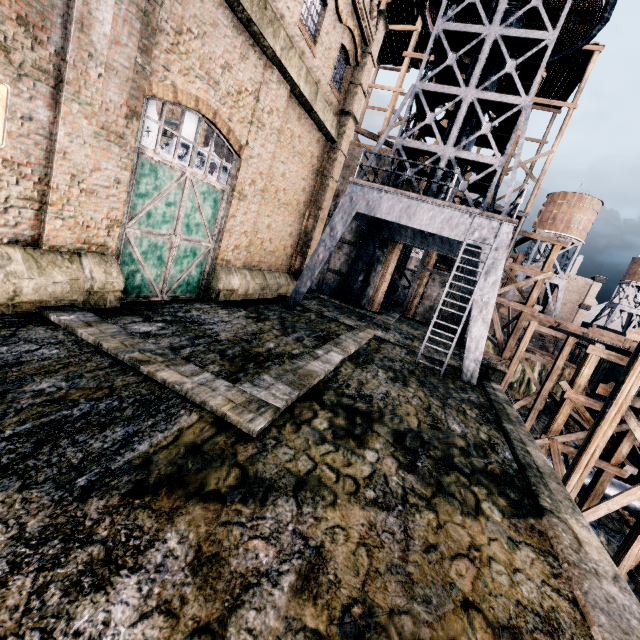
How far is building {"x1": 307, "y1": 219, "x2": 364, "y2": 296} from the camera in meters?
25.0 m

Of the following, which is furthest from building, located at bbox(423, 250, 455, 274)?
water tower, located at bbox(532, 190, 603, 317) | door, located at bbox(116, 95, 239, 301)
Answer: water tower, located at bbox(532, 190, 603, 317)

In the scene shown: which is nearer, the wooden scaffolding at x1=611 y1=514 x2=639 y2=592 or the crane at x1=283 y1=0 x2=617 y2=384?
the wooden scaffolding at x1=611 y1=514 x2=639 y2=592

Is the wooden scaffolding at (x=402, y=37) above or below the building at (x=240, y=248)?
above

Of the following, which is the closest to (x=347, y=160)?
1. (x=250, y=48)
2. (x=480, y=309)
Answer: (x=250, y=48)

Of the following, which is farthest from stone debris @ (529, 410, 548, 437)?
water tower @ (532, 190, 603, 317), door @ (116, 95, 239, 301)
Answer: water tower @ (532, 190, 603, 317)

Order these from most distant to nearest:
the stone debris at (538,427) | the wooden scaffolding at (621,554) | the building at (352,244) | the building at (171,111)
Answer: the stone debris at (538,427) → the building at (352,244) → the building at (171,111) → the wooden scaffolding at (621,554)
